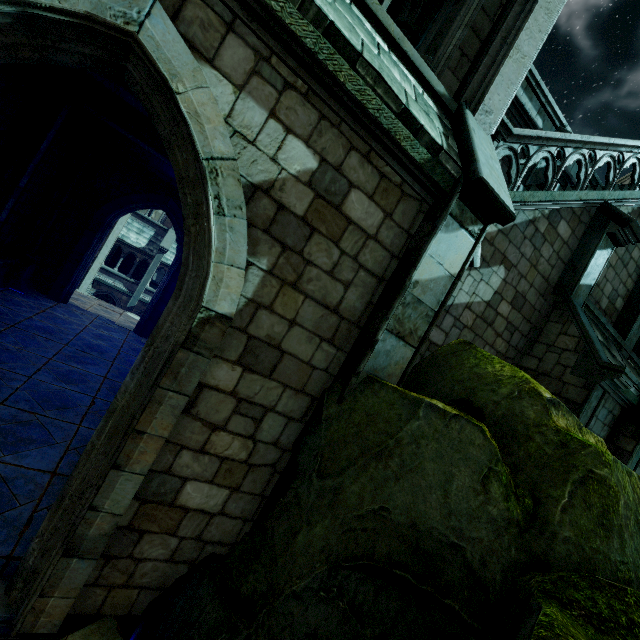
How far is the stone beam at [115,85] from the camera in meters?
5.7 m

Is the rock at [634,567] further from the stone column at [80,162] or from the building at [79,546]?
the stone column at [80,162]

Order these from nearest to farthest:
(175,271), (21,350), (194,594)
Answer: (194,594) → (21,350) → (175,271)

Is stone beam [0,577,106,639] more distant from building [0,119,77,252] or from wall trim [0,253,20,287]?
wall trim [0,253,20,287]

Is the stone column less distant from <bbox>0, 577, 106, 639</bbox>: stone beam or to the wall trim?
the wall trim

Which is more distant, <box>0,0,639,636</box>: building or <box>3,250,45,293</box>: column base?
<box>3,250,45,293</box>: column base

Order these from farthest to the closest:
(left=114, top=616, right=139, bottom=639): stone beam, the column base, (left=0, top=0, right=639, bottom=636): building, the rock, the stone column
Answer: the column base → the stone column → (left=114, top=616, right=139, bottom=639): stone beam → (left=0, top=0, right=639, bottom=636): building → the rock

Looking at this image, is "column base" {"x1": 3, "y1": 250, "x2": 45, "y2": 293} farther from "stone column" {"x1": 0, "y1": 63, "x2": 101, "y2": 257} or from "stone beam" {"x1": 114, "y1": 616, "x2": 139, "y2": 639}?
"stone beam" {"x1": 114, "y1": 616, "x2": 139, "y2": 639}
